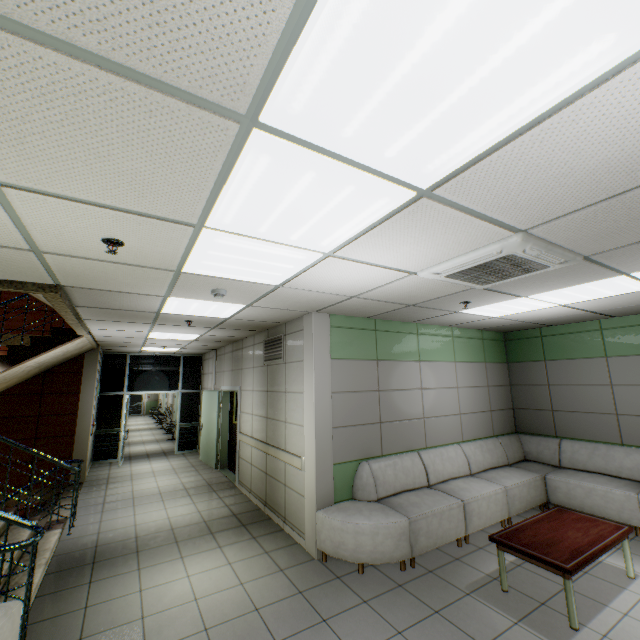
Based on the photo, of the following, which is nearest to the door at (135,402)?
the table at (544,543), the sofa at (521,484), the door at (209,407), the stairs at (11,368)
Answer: the door at (209,407)

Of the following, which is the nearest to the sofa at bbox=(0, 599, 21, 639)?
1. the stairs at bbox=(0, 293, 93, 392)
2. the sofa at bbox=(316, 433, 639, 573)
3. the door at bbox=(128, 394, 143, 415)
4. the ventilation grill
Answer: the stairs at bbox=(0, 293, 93, 392)

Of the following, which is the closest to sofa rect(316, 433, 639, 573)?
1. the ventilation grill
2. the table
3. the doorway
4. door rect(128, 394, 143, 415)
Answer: the table

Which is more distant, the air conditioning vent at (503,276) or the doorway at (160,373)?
the doorway at (160,373)

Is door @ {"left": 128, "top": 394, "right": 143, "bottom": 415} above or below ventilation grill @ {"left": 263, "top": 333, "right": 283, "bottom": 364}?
below

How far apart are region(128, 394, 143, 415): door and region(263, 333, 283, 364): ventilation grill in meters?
22.2 m

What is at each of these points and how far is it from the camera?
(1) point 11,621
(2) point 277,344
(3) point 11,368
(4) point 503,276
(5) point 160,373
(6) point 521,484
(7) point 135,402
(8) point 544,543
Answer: (1) sofa, 2.4m
(2) ventilation grill, 5.8m
(3) stairs, 5.5m
(4) air conditioning vent, 3.1m
(5) doorway, 10.7m
(6) sofa, 5.3m
(7) door, 23.9m
(8) table, 3.4m

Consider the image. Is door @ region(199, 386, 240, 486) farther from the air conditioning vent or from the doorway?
the air conditioning vent
